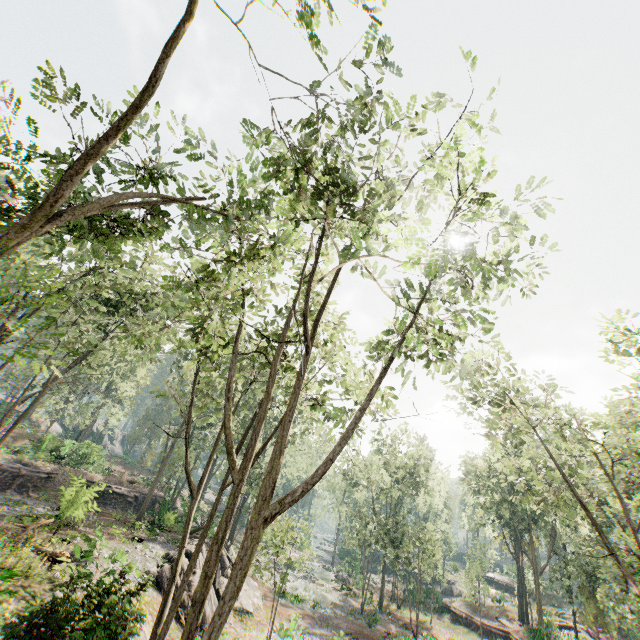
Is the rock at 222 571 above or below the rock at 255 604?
A: above

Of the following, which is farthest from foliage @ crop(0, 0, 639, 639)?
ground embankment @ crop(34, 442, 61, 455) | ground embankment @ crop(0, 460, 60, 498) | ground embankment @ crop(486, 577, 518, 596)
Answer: ground embankment @ crop(0, 460, 60, 498)

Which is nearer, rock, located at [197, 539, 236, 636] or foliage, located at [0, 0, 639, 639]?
foliage, located at [0, 0, 639, 639]

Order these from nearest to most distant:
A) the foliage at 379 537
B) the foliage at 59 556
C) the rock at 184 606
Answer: the foliage at 379 537 → the foliage at 59 556 → the rock at 184 606

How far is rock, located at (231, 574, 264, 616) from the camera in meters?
23.0

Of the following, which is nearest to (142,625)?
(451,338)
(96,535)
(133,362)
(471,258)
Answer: (96,535)

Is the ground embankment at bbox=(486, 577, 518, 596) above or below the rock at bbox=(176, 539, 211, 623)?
above
